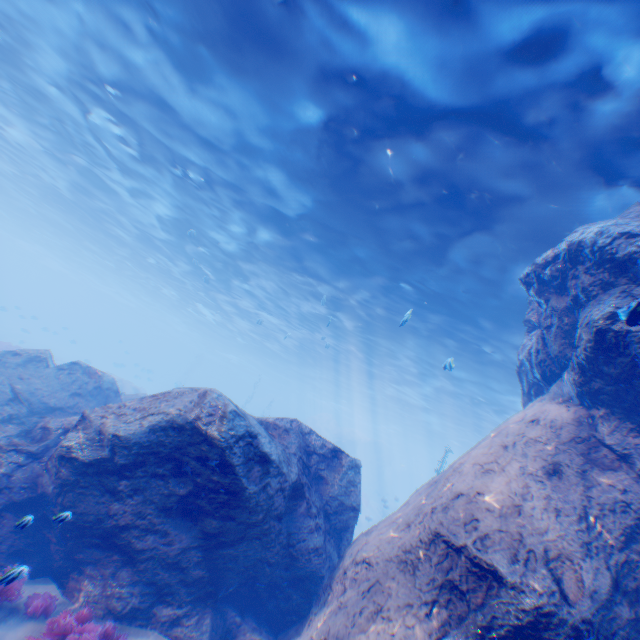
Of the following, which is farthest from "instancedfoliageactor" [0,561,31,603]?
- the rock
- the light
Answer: the light

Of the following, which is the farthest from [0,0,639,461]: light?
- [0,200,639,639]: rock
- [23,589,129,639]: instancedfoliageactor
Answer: [23,589,129,639]: instancedfoliageactor

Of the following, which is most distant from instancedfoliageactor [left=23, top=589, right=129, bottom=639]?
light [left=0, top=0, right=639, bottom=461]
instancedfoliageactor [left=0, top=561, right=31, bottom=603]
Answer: light [left=0, top=0, right=639, bottom=461]

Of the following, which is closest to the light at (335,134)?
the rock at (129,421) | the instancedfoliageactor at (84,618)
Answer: the rock at (129,421)

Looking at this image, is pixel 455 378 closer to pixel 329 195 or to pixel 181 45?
pixel 329 195

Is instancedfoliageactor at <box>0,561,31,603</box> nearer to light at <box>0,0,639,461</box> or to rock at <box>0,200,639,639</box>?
rock at <box>0,200,639,639</box>

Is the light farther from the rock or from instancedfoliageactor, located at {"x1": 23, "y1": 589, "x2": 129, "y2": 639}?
instancedfoliageactor, located at {"x1": 23, "y1": 589, "x2": 129, "y2": 639}

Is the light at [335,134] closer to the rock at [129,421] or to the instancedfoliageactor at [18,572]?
the rock at [129,421]
